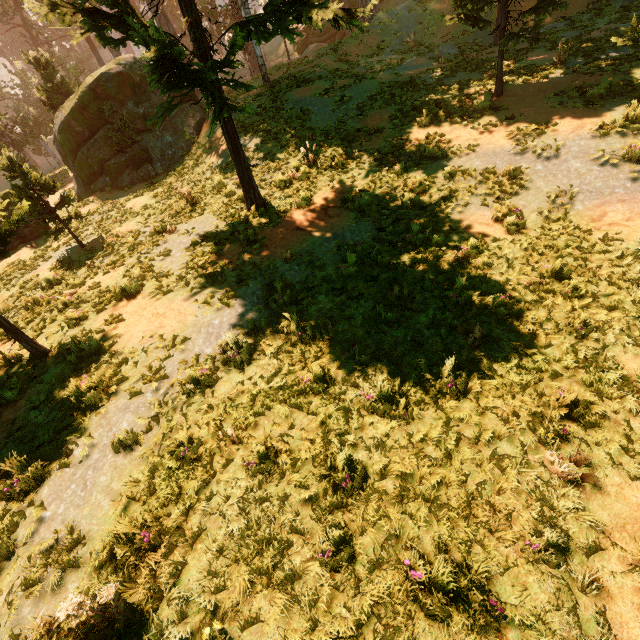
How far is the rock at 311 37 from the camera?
35.34m

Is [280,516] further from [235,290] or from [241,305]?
[235,290]

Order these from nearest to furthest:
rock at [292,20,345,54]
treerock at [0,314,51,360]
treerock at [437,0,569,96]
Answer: treerock at [0,314,51,360] < treerock at [437,0,569,96] < rock at [292,20,345,54]

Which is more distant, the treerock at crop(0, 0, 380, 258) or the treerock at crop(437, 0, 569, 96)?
the treerock at crop(437, 0, 569, 96)

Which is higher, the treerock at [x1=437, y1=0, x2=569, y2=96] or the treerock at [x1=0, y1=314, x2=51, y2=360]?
the treerock at [x1=437, y1=0, x2=569, y2=96]

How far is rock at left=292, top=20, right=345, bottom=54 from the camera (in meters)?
35.34

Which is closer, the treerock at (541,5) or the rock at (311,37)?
the treerock at (541,5)

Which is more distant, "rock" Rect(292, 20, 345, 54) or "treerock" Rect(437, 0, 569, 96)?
"rock" Rect(292, 20, 345, 54)
